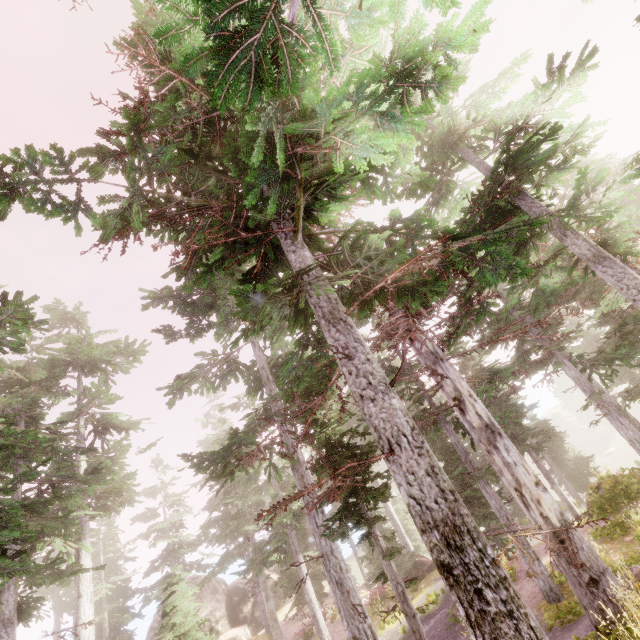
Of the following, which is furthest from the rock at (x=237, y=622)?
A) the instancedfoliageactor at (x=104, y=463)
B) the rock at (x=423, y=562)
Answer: the rock at (x=423, y=562)

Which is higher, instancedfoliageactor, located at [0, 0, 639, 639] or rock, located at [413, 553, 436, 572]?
instancedfoliageactor, located at [0, 0, 639, 639]

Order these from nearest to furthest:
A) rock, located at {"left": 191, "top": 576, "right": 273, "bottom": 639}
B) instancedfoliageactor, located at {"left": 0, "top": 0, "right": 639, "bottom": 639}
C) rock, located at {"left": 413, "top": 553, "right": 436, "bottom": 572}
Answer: instancedfoliageactor, located at {"left": 0, "top": 0, "right": 639, "bottom": 639}
rock, located at {"left": 413, "top": 553, "right": 436, "bottom": 572}
rock, located at {"left": 191, "top": 576, "right": 273, "bottom": 639}

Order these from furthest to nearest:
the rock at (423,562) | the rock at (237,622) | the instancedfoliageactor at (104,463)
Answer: the rock at (237,622)
the rock at (423,562)
the instancedfoliageactor at (104,463)

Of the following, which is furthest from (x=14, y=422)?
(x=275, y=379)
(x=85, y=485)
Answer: (x=275, y=379)

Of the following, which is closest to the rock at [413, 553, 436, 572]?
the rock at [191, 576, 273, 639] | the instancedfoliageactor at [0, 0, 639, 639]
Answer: the instancedfoliageactor at [0, 0, 639, 639]

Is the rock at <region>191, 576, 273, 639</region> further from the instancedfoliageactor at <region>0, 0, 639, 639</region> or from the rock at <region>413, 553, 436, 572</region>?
the rock at <region>413, 553, 436, 572</region>

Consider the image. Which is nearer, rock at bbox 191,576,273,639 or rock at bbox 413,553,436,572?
rock at bbox 413,553,436,572
